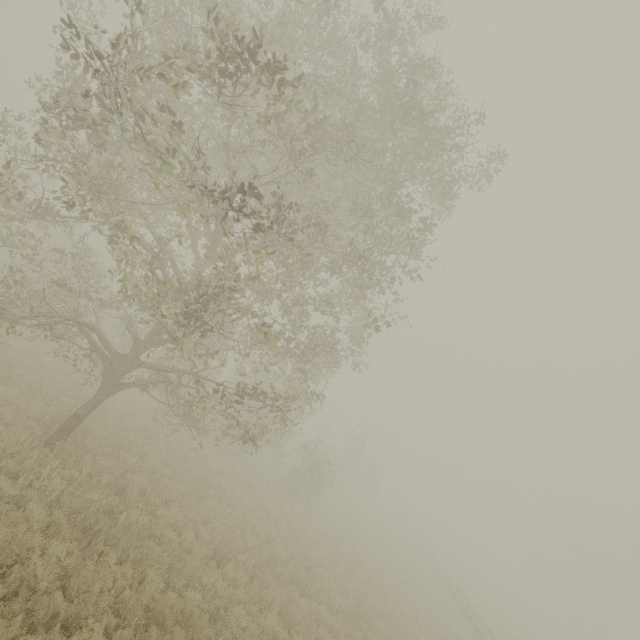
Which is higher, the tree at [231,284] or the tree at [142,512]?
the tree at [231,284]

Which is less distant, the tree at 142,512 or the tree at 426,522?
the tree at 142,512

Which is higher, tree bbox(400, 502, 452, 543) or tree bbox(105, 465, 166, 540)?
tree bbox(400, 502, 452, 543)

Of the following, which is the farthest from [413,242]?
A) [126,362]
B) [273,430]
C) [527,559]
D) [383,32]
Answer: [527,559]

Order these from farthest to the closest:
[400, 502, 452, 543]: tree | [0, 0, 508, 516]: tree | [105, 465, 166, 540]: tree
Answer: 1. [400, 502, 452, 543]: tree
2. [105, 465, 166, 540]: tree
3. [0, 0, 508, 516]: tree

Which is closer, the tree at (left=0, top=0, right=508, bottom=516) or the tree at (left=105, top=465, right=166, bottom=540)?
the tree at (left=0, top=0, right=508, bottom=516)

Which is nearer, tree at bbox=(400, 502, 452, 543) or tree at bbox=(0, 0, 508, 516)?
tree at bbox=(0, 0, 508, 516)
